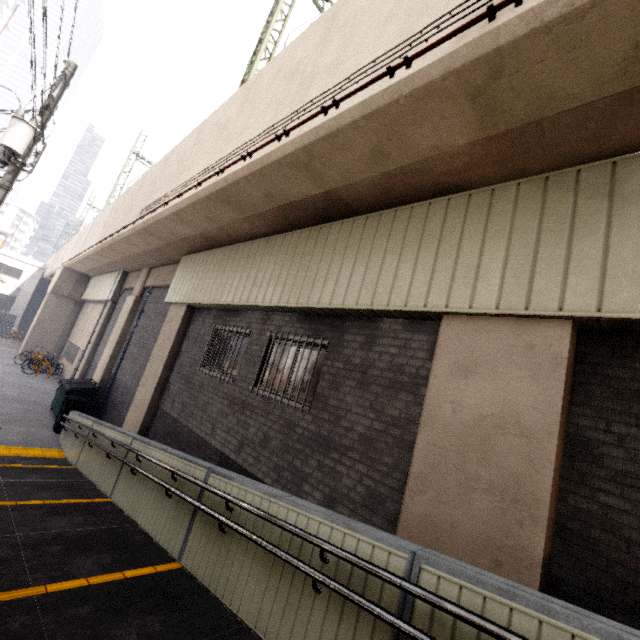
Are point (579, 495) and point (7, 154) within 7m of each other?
no

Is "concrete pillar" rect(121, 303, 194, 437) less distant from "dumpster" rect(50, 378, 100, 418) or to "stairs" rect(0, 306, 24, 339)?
"dumpster" rect(50, 378, 100, 418)

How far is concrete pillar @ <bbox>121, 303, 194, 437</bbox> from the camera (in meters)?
9.55

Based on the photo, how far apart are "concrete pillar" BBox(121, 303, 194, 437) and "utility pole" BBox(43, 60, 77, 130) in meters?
4.2

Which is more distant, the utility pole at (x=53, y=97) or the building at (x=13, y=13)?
the building at (x=13, y=13)

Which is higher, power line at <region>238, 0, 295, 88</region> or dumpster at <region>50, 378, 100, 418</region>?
power line at <region>238, 0, 295, 88</region>

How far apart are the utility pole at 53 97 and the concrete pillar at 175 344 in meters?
4.2

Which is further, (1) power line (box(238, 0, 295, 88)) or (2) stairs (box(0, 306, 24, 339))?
(2) stairs (box(0, 306, 24, 339))
